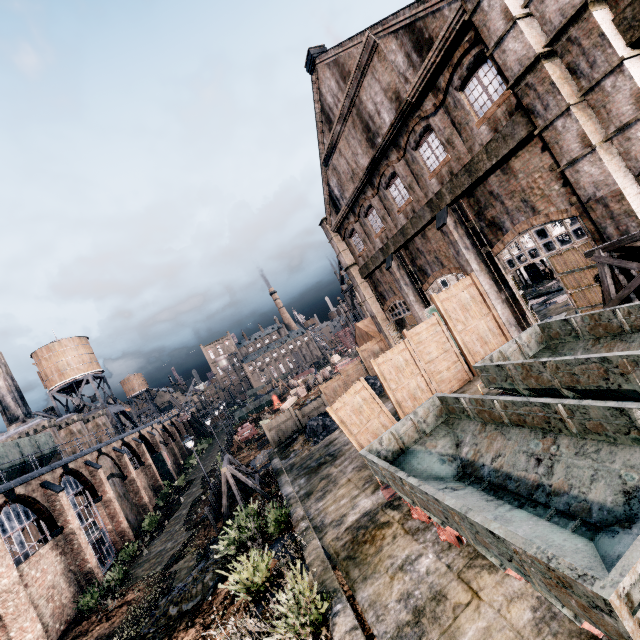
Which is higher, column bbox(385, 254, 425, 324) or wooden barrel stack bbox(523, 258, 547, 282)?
column bbox(385, 254, 425, 324)

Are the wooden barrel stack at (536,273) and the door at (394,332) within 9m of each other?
no

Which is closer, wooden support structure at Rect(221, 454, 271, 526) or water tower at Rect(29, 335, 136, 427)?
wooden support structure at Rect(221, 454, 271, 526)

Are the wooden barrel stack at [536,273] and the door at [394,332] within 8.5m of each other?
no

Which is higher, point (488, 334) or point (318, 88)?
point (318, 88)

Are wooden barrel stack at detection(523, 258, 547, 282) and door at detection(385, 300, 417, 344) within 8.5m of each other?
no

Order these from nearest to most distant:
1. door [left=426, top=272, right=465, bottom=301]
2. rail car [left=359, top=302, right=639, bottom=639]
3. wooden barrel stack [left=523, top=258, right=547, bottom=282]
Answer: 1. rail car [left=359, top=302, right=639, bottom=639]
2. door [left=426, top=272, right=465, bottom=301]
3. wooden barrel stack [left=523, top=258, right=547, bottom=282]

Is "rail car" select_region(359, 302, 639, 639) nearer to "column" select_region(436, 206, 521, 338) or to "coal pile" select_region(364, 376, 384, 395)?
"column" select_region(436, 206, 521, 338)
